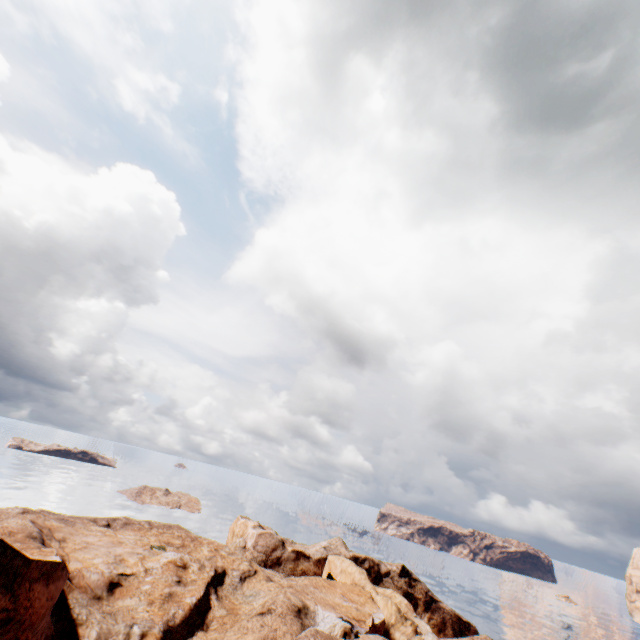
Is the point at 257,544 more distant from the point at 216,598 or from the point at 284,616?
the point at 284,616
